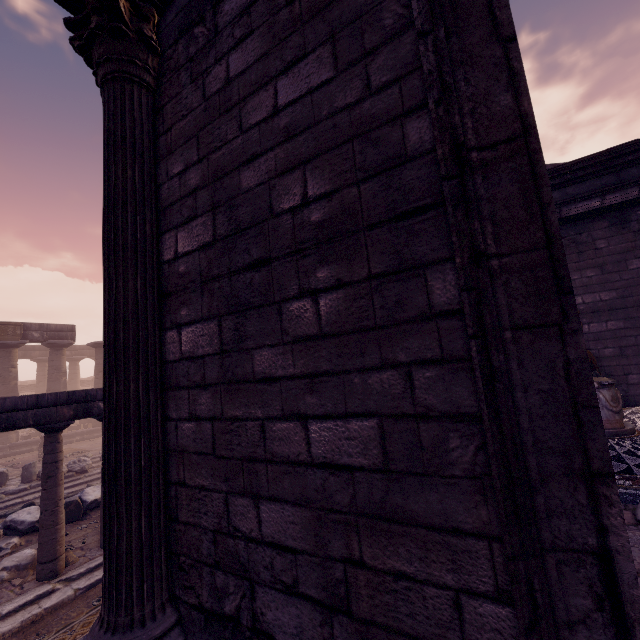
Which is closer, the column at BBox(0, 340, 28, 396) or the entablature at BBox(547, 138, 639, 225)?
the entablature at BBox(547, 138, 639, 225)

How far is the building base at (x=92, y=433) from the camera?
18.6 meters

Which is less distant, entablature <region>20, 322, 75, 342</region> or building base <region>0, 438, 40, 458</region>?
building base <region>0, 438, 40, 458</region>

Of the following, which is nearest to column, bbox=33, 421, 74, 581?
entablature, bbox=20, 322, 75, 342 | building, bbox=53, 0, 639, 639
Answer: building, bbox=53, 0, 639, 639

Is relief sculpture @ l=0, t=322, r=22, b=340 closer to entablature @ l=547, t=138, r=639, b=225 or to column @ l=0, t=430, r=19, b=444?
column @ l=0, t=430, r=19, b=444

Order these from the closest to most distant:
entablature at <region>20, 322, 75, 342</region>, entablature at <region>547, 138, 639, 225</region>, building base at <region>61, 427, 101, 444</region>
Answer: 1. entablature at <region>547, 138, 639, 225</region>
2. entablature at <region>20, 322, 75, 342</region>
3. building base at <region>61, 427, 101, 444</region>

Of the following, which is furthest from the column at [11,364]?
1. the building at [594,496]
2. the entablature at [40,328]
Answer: the building at [594,496]

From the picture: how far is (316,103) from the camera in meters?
1.9 m
